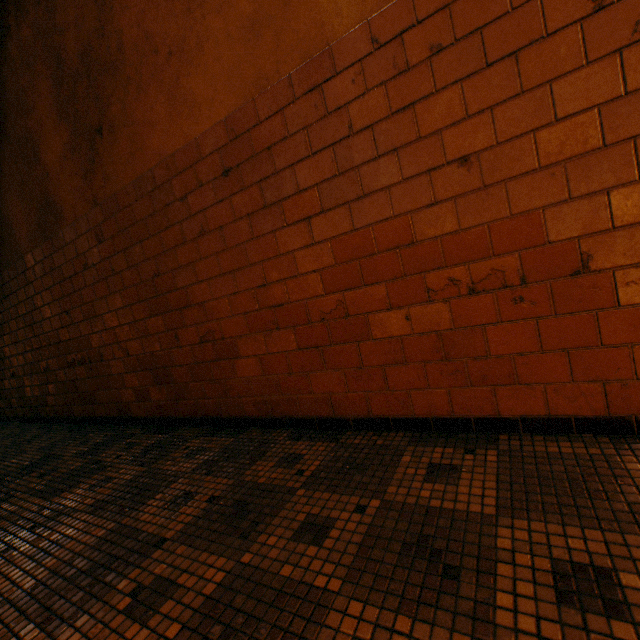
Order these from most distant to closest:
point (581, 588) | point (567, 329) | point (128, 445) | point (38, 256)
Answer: point (38, 256), point (128, 445), point (567, 329), point (581, 588)
